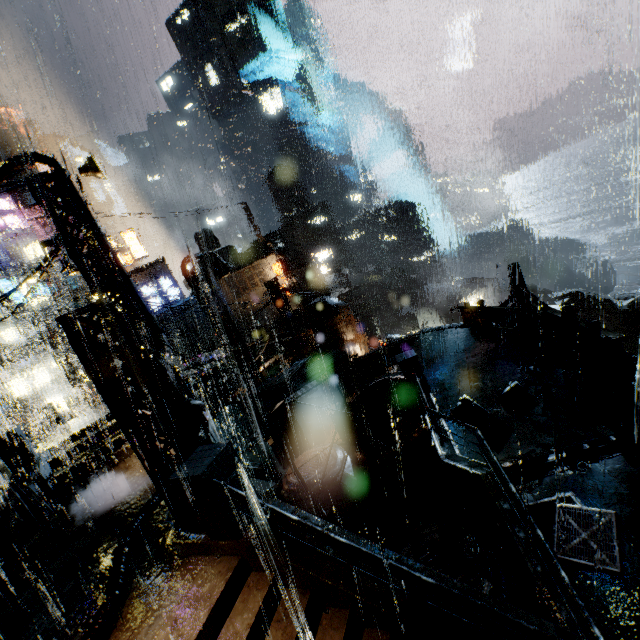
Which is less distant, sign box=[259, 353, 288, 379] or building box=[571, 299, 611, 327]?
sign box=[259, 353, 288, 379]

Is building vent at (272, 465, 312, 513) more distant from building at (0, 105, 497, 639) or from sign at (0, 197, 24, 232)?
sign at (0, 197, 24, 232)

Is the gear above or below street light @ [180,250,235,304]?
below

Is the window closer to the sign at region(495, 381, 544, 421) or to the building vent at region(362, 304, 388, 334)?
the sign at region(495, 381, 544, 421)

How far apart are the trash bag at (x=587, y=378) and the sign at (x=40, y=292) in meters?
34.1

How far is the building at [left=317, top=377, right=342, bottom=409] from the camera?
19.8m

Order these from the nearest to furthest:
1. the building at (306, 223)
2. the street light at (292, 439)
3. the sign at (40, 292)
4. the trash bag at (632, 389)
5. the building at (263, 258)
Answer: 1. the trash bag at (632, 389)
2. the street light at (292, 439)
3. the sign at (40, 292)
4. the building at (263, 258)
5. the building at (306, 223)

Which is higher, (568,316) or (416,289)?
(568,316)
